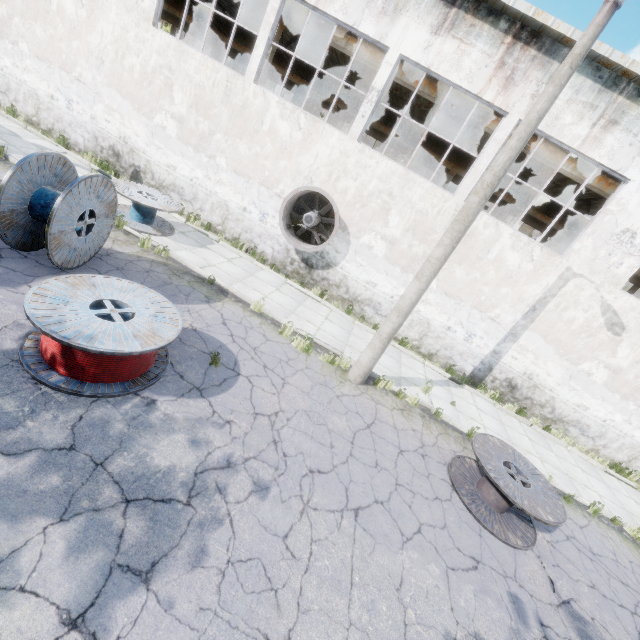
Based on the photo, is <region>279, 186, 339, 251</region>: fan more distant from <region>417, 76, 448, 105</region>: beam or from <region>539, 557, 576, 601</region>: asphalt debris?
<region>539, 557, 576, 601</region>: asphalt debris

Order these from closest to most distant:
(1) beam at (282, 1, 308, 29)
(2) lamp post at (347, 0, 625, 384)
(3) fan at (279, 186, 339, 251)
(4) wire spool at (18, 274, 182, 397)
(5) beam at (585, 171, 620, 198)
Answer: (4) wire spool at (18, 274, 182, 397) < (2) lamp post at (347, 0, 625, 384) < (3) fan at (279, 186, 339, 251) < (5) beam at (585, 171, 620, 198) < (1) beam at (282, 1, 308, 29)

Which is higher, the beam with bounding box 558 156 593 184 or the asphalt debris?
the beam with bounding box 558 156 593 184

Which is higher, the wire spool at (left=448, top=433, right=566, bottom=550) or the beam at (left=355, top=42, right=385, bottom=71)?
the beam at (left=355, top=42, right=385, bottom=71)

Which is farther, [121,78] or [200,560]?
[121,78]

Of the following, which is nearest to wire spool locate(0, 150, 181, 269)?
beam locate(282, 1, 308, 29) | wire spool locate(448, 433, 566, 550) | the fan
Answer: the fan

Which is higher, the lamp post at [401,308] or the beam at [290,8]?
the beam at [290,8]

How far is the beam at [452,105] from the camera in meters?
12.1
